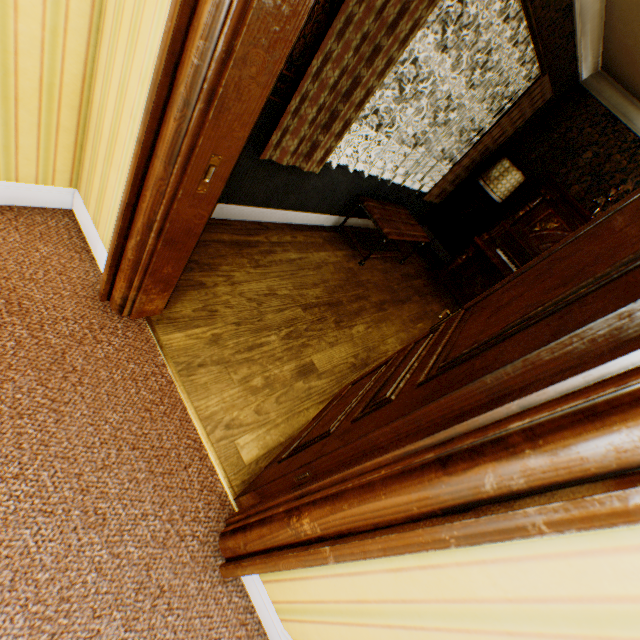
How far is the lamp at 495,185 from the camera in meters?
4.5 m

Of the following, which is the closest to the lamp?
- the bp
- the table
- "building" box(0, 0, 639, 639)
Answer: "building" box(0, 0, 639, 639)

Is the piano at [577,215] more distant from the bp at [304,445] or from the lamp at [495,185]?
the bp at [304,445]

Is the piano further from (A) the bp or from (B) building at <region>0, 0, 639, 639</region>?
(A) the bp

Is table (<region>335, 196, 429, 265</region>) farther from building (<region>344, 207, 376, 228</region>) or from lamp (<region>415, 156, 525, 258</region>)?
lamp (<region>415, 156, 525, 258</region>)

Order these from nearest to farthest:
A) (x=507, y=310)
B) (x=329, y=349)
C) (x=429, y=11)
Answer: (x=507, y=310) < (x=429, y=11) < (x=329, y=349)

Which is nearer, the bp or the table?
the bp

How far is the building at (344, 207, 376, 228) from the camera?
4.3 meters
